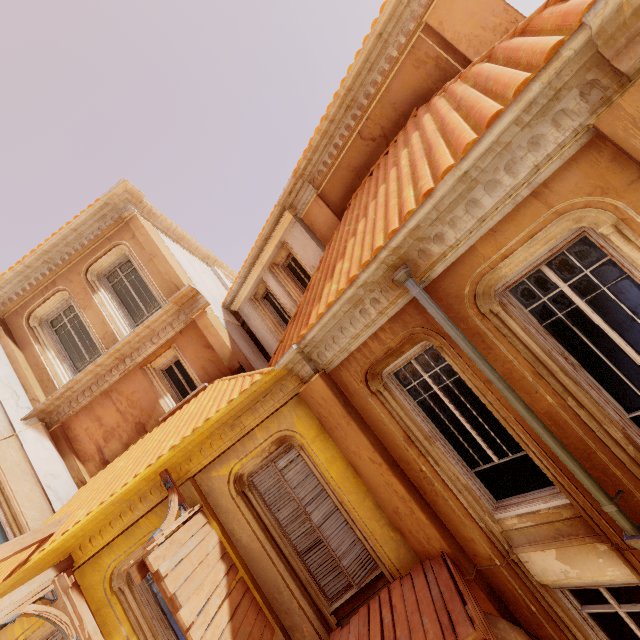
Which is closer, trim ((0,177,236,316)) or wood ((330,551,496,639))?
wood ((330,551,496,639))

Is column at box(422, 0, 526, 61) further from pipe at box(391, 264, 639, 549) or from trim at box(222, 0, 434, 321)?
pipe at box(391, 264, 639, 549)

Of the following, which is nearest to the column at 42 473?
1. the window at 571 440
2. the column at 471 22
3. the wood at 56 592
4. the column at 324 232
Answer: the wood at 56 592

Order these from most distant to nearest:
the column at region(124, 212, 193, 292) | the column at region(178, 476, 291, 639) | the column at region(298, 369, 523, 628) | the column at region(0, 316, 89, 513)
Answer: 1. the column at region(124, 212, 193, 292)
2. the column at region(0, 316, 89, 513)
3. the column at region(178, 476, 291, 639)
4. the column at region(298, 369, 523, 628)

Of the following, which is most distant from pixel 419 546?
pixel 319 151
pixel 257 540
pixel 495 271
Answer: pixel 319 151

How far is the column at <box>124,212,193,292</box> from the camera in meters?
9.2

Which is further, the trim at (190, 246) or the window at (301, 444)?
the trim at (190, 246)

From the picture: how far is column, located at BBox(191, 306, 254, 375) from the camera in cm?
854
